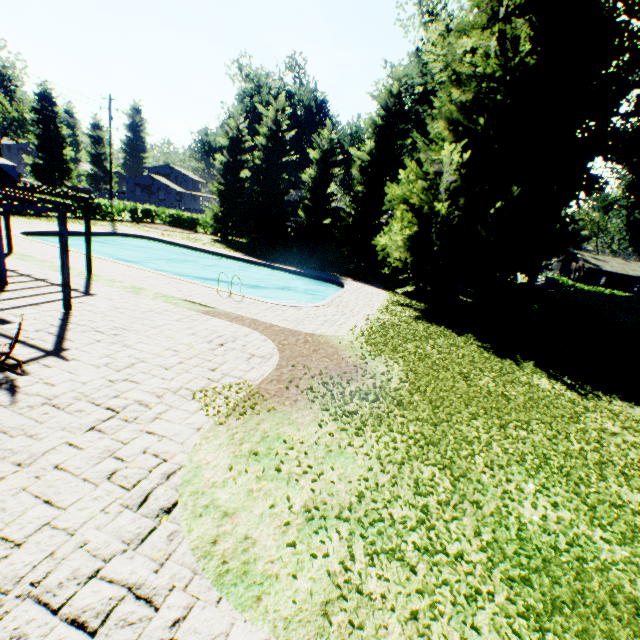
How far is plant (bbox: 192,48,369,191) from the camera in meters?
40.8

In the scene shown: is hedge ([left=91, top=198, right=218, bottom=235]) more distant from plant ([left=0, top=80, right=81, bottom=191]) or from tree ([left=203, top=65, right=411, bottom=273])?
plant ([left=0, top=80, right=81, bottom=191])

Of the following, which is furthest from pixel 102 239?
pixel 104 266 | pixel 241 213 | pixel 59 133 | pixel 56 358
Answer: pixel 59 133

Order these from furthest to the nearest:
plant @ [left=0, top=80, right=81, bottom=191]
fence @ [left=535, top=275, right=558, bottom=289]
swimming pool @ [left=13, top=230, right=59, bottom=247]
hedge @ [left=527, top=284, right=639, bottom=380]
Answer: plant @ [left=0, top=80, right=81, bottom=191]
fence @ [left=535, top=275, right=558, bottom=289]
swimming pool @ [left=13, top=230, right=59, bottom=247]
hedge @ [left=527, top=284, right=639, bottom=380]

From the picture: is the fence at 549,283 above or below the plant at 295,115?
below

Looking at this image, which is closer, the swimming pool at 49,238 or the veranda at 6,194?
the veranda at 6,194

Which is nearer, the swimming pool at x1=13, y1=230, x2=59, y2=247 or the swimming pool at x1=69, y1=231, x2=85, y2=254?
the swimming pool at x1=69, y1=231, x2=85, y2=254

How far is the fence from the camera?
34.7m
